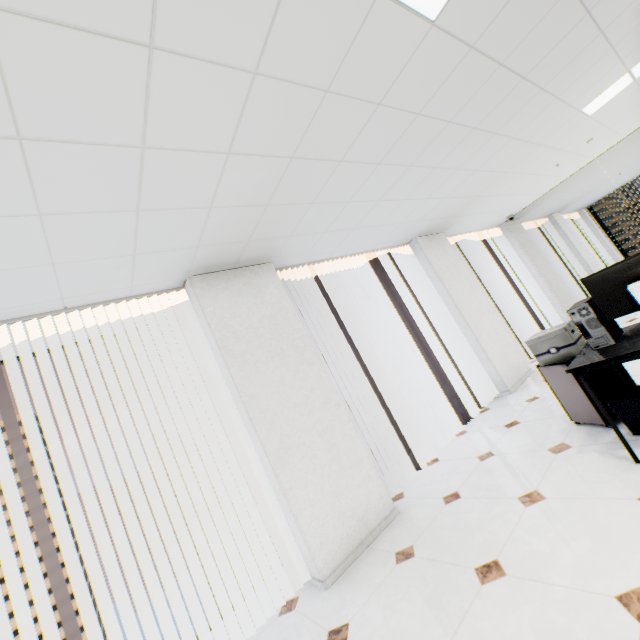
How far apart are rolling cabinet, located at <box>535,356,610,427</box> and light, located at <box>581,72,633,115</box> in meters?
3.1 m

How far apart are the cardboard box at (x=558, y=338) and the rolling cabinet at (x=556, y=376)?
0.0m

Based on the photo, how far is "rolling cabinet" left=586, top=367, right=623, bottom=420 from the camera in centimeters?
280cm

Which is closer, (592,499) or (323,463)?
(592,499)

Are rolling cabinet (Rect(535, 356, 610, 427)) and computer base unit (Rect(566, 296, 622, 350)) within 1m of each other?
yes

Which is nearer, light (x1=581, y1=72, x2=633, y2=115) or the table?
the table

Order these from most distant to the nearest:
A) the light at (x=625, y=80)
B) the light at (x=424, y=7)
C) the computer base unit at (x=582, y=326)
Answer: the light at (x=625, y=80) < the computer base unit at (x=582, y=326) < the light at (x=424, y=7)

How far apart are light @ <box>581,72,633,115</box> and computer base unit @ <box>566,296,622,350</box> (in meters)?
3.05
